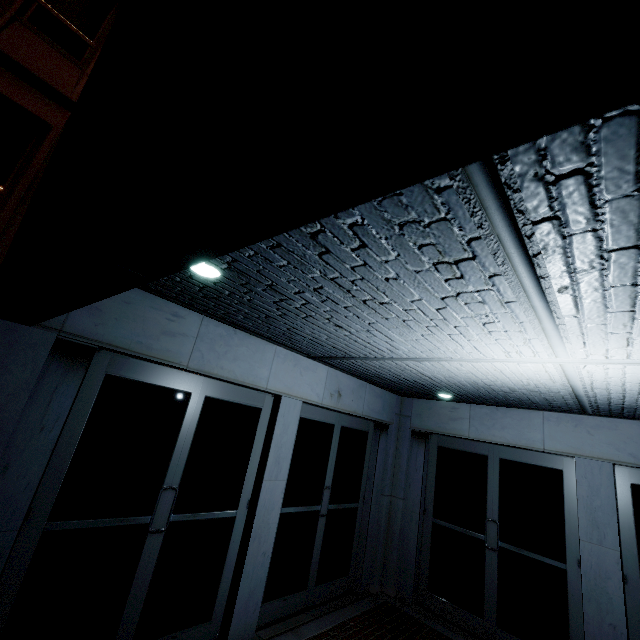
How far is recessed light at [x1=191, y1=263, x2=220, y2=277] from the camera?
2.4m

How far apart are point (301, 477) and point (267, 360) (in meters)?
2.11

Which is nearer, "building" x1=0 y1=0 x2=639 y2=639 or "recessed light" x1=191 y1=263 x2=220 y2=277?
"building" x1=0 y1=0 x2=639 y2=639

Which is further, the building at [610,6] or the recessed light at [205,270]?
the recessed light at [205,270]

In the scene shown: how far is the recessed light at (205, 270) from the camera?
2.4m
